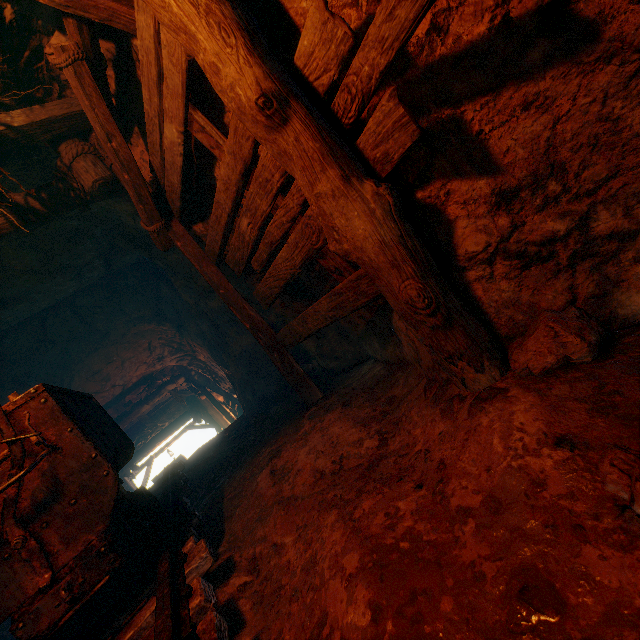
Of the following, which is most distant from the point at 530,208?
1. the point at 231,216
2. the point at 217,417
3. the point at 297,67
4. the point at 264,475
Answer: the point at 217,417

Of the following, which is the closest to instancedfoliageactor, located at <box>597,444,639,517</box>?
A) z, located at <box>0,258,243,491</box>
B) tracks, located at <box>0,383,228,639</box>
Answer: tracks, located at <box>0,383,228,639</box>

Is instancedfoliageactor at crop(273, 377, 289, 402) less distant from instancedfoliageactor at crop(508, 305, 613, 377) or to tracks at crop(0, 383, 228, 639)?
tracks at crop(0, 383, 228, 639)

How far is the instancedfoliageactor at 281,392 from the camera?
5.3 meters

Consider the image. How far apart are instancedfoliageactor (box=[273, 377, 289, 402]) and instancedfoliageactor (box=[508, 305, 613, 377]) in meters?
4.0

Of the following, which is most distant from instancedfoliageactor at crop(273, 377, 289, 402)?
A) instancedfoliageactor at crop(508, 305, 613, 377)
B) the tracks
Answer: instancedfoliageactor at crop(508, 305, 613, 377)

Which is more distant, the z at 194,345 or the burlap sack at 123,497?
the z at 194,345

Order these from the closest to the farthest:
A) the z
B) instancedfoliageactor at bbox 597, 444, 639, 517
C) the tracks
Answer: instancedfoliageactor at bbox 597, 444, 639, 517, the tracks, the z
